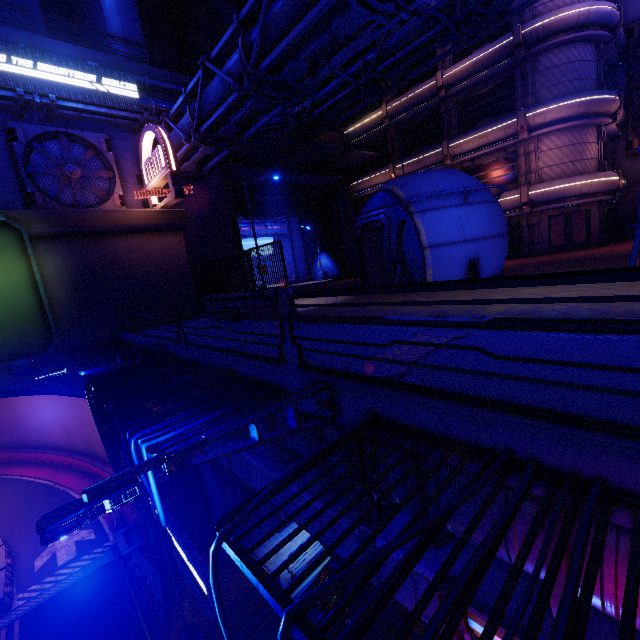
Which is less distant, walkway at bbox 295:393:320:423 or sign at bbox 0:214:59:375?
walkway at bbox 295:393:320:423

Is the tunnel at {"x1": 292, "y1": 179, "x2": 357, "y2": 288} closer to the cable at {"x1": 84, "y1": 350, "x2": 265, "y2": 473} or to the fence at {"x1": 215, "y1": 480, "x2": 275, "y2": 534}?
the cable at {"x1": 84, "y1": 350, "x2": 265, "y2": 473}

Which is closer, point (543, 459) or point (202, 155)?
point (543, 459)

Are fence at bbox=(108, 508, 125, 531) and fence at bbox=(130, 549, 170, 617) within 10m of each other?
yes

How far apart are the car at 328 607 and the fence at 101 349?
12.6 meters

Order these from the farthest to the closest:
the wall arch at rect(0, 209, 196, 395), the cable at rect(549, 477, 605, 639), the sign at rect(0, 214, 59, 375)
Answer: the wall arch at rect(0, 209, 196, 395)
the sign at rect(0, 214, 59, 375)
the cable at rect(549, 477, 605, 639)

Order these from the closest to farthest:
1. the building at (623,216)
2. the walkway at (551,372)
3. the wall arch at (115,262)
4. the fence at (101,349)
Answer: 1. the walkway at (551,372)
2. the fence at (101,349)
3. the wall arch at (115,262)
4. the building at (623,216)

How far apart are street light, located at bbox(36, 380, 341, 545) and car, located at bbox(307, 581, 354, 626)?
12.7m
